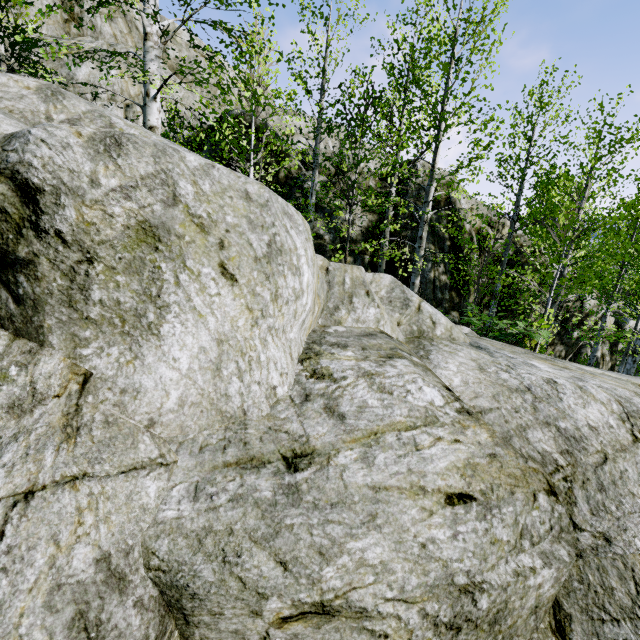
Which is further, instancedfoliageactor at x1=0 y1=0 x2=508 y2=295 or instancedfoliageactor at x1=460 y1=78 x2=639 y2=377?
instancedfoliageactor at x1=460 y1=78 x2=639 y2=377

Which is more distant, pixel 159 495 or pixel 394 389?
pixel 394 389

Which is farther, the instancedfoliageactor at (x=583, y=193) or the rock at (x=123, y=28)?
the rock at (x=123, y=28)

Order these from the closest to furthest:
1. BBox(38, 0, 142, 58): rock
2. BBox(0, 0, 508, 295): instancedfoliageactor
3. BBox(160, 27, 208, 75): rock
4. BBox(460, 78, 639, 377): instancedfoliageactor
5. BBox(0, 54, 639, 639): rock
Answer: BBox(0, 54, 639, 639): rock, BBox(0, 0, 508, 295): instancedfoliageactor, BBox(460, 78, 639, 377): instancedfoliageactor, BBox(38, 0, 142, 58): rock, BBox(160, 27, 208, 75): rock

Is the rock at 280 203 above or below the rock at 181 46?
below

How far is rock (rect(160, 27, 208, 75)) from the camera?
18.03m

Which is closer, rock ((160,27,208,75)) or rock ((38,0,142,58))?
rock ((38,0,142,58))

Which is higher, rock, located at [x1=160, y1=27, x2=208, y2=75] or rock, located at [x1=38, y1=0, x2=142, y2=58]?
rock, located at [x1=160, y1=27, x2=208, y2=75]
